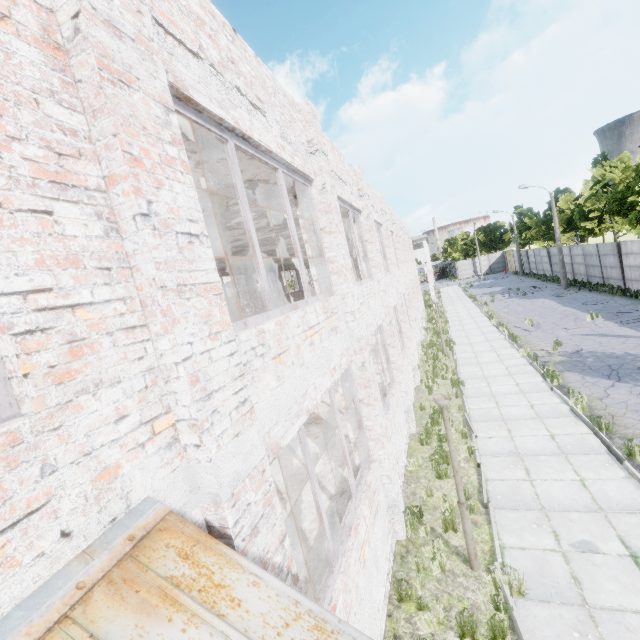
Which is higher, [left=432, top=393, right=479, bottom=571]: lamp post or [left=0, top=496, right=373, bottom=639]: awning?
Answer: [left=0, top=496, right=373, bottom=639]: awning

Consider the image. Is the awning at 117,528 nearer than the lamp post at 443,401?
Yes

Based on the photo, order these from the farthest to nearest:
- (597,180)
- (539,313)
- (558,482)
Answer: (597,180) → (539,313) → (558,482)

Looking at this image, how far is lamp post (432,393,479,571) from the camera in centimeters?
551cm

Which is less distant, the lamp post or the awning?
the awning

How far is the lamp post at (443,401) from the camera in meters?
5.5
